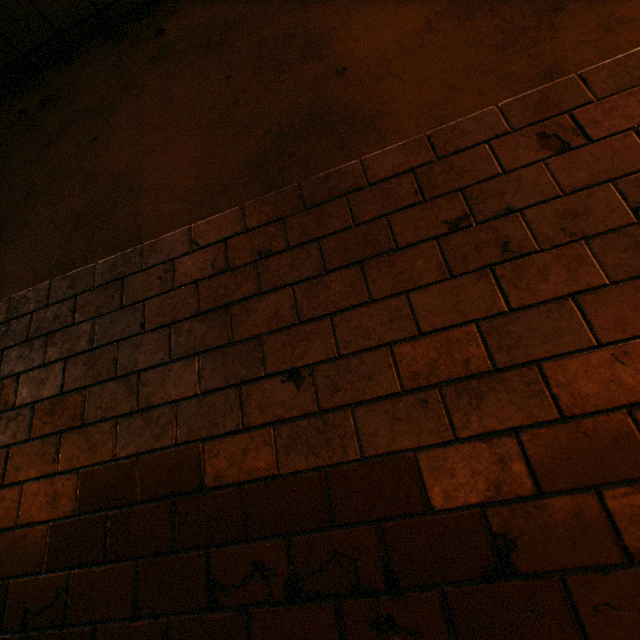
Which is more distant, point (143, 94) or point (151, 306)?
point (143, 94)
